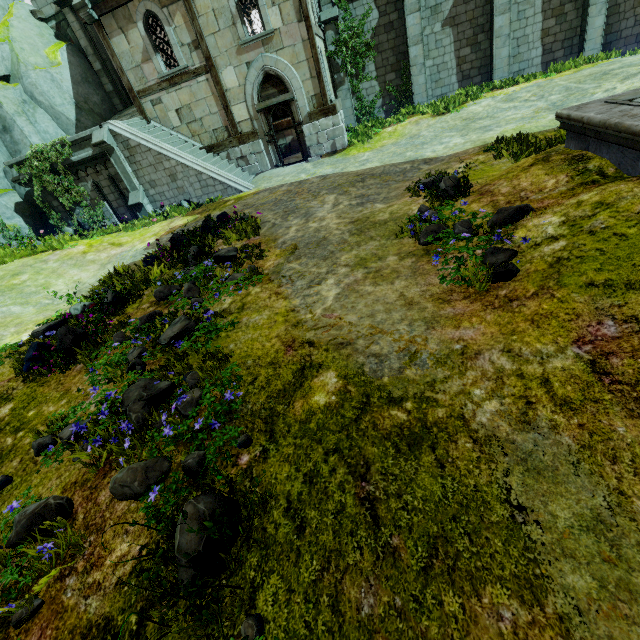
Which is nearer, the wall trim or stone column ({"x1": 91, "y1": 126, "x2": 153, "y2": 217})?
the wall trim

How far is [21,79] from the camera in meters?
15.2

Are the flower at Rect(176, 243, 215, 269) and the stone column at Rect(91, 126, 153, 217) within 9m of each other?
yes

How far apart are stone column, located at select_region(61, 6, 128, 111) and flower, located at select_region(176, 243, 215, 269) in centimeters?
1712cm

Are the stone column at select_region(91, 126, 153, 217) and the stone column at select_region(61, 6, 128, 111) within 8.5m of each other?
yes

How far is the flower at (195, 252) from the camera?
7.48m

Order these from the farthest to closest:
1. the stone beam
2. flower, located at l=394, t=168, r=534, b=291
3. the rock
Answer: the stone beam
the rock
flower, located at l=394, t=168, r=534, b=291

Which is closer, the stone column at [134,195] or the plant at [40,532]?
the plant at [40,532]
